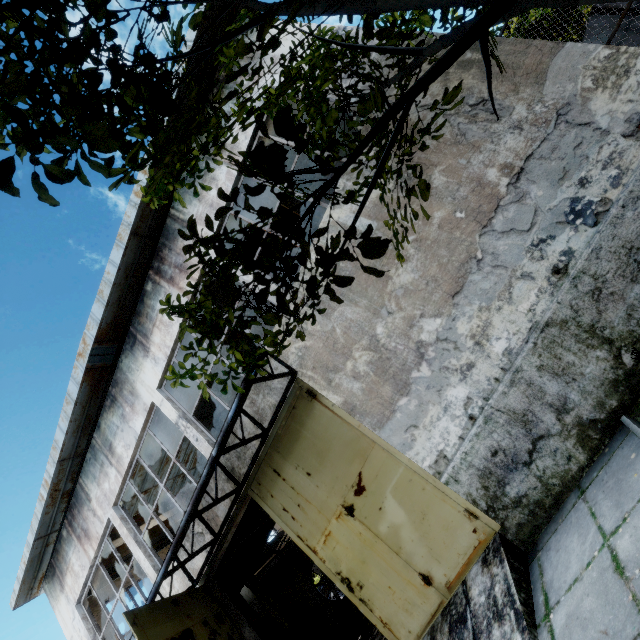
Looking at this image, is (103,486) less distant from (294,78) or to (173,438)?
(173,438)

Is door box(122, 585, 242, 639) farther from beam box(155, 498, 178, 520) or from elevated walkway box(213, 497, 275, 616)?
beam box(155, 498, 178, 520)

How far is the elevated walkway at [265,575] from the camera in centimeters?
1228cm

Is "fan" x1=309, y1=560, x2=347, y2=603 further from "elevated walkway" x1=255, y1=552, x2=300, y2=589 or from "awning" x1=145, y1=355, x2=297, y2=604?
"awning" x1=145, y1=355, x2=297, y2=604

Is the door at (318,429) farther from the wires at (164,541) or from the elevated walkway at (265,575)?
the wires at (164,541)

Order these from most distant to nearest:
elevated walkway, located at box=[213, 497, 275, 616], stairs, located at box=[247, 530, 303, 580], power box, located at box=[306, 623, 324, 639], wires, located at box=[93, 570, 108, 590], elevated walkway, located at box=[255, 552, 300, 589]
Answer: power box, located at box=[306, 623, 324, 639] < elevated walkway, located at box=[255, 552, 300, 589] < wires, located at box=[93, 570, 108, 590] < stairs, located at box=[247, 530, 303, 580] < elevated walkway, located at box=[213, 497, 275, 616]

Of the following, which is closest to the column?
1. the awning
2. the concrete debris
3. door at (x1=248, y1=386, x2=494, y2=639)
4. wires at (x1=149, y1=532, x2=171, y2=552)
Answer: the concrete debris

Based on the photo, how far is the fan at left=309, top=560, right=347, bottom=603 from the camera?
14.9m
